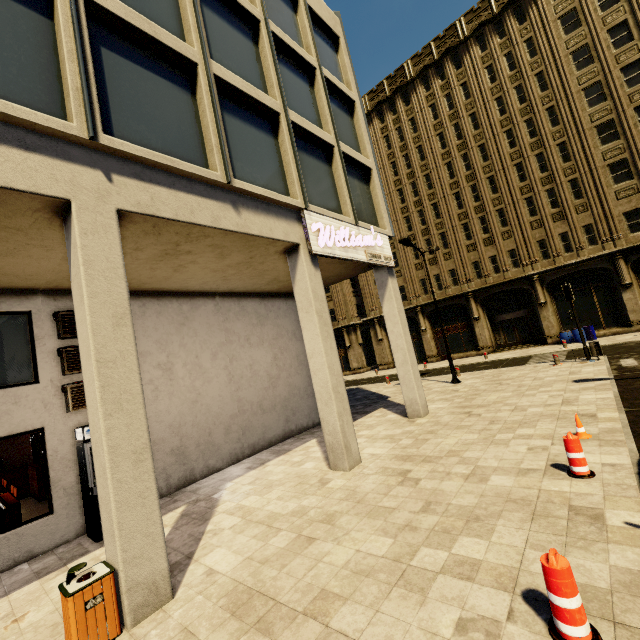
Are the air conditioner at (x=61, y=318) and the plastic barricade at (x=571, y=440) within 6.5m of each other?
no

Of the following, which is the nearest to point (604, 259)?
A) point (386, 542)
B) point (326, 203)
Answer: point (326, 203)

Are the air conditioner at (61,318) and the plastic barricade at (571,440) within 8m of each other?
no

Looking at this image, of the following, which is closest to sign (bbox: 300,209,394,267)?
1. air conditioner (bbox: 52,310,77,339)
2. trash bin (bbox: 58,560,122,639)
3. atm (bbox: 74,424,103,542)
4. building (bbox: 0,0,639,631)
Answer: building (bbox: 0,0,639,631)

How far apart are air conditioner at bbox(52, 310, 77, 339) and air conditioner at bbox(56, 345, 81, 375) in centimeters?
19cm

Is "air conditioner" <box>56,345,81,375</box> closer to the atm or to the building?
the building

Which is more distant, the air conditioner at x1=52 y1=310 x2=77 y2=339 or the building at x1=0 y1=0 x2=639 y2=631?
A: the air conditioner at x1=52 y1=310 x2=77 y2=339

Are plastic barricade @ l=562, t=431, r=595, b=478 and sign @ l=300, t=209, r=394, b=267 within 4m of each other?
no
